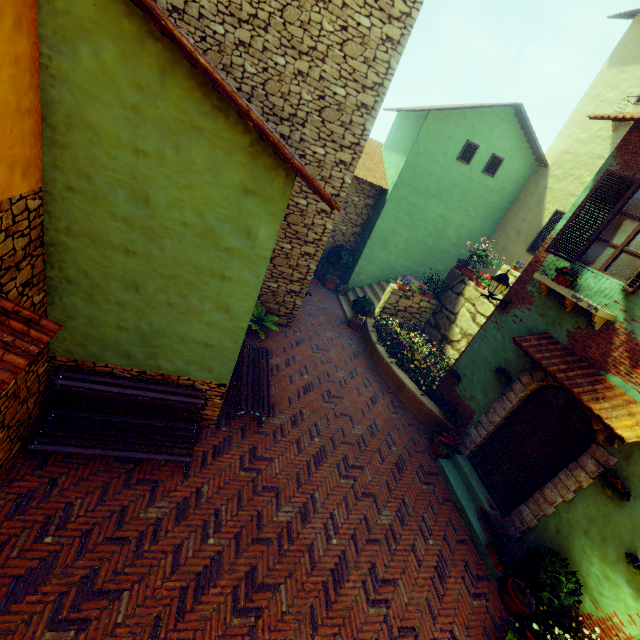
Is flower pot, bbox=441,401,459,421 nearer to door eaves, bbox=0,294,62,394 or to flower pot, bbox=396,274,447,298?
flower pot, bbox=396,274,447,298

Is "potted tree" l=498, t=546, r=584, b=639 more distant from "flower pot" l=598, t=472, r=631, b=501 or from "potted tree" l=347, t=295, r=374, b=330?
"potted tree" l=347, t=295, r=374, b=330

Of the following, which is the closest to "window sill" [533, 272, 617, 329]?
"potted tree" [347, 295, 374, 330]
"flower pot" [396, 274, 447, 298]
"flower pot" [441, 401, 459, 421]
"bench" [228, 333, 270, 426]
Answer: "flower pot" [441, 401, 459, 421]

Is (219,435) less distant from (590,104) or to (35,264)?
(35,264)

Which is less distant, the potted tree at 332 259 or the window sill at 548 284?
the window sill at 548 284

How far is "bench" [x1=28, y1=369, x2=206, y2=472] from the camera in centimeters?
471cm

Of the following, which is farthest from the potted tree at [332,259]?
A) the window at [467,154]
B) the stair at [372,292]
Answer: the window at [467,154]

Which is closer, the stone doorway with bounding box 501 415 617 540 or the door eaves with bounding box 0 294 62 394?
the door eaves with bounding box 0 294 62 394
